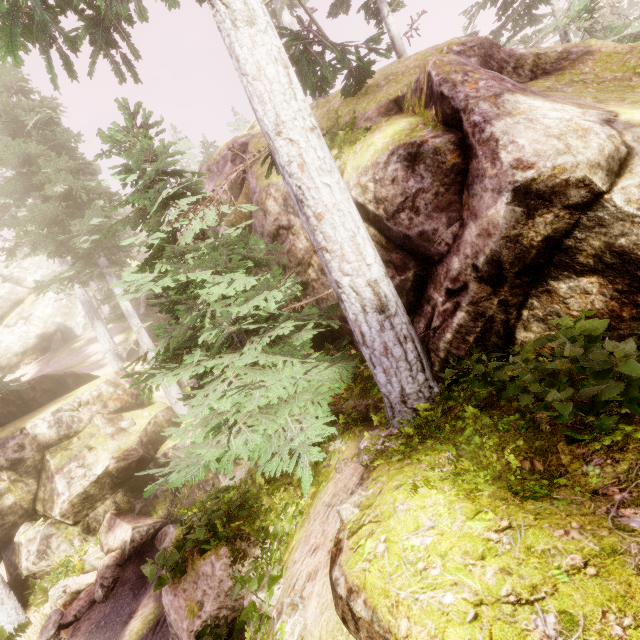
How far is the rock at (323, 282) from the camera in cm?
733

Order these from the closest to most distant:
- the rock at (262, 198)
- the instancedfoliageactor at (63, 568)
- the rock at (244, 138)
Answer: the rock at (262, 198) → the rock at (244, 138) → the instancedfoliageactor at (63, 568)

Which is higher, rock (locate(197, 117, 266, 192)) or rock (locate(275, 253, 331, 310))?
rock (locate(197, 117, 266, 192))

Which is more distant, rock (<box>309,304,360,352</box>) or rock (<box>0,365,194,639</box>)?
rock (<box>0,365,194,639</box>)

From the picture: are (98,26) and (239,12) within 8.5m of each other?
yes

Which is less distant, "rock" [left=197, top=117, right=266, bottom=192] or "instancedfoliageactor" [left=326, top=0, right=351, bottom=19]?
"rock" [left=197, top=117, right=266, bottom=192]

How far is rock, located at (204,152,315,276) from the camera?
7.7 meters
